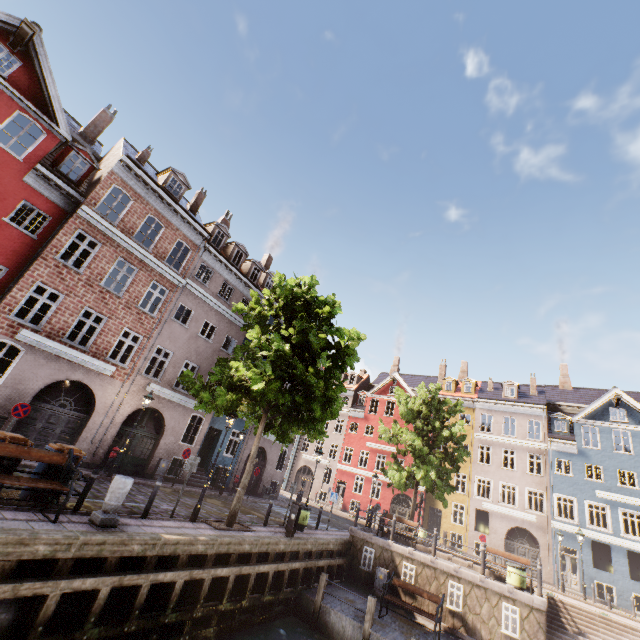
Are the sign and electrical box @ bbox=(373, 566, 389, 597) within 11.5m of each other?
no

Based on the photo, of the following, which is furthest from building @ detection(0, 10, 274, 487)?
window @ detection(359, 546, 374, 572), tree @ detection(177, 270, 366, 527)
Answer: window @ detection(359, 546, 374, 572)

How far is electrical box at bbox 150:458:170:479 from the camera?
17.3m

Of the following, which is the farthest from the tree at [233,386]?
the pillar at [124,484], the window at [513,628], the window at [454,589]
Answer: the window at [513,628]

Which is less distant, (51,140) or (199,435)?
(51,140)

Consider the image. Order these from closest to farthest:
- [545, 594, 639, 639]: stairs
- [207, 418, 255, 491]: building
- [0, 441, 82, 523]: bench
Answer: [0, 441, 82, 523]: bench, [545, 594, 639, 639]: stairs, [207, 418, 255, 491]: building

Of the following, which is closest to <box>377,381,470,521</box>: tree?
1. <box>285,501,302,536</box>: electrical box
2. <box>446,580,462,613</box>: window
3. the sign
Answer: <box>285,501,302,536</box>: electrical box

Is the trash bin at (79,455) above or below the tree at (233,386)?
below
